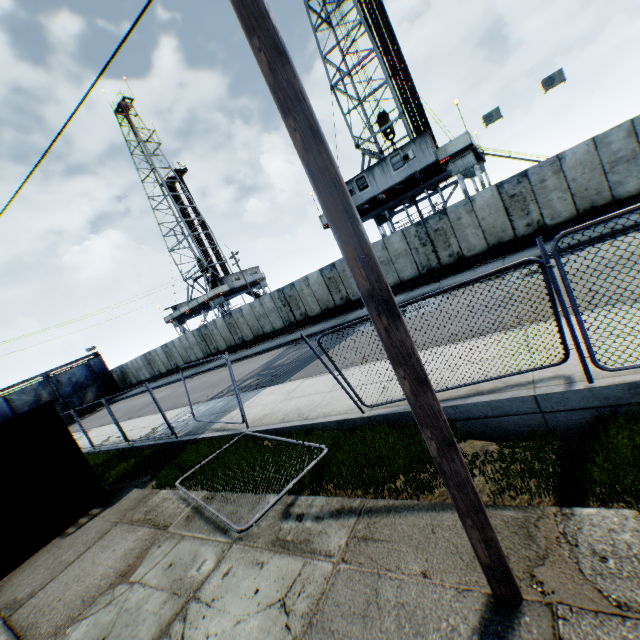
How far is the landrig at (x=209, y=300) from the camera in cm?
4175

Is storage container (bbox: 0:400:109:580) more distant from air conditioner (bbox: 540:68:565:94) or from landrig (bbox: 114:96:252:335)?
landrig (bbox: 114:96:252:335)

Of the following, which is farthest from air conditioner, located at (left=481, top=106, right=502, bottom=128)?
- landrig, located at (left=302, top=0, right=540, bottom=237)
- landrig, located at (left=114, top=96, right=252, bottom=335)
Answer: landrig, located at (left=114, top=96, right=252, bottom=335)

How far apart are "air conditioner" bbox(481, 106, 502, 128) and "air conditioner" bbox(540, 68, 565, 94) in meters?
1.8 m

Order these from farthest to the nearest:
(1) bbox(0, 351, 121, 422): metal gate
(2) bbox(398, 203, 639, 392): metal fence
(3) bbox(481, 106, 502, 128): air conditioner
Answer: (1) bbox(0, 351, 121, 422): metal gate
(3) bbox(481, 106, 502, 128): air conditioner
(2) bbox(398, 203, 639, 392): metal fence

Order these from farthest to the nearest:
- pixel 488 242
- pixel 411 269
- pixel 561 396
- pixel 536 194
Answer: pixel 411 269
pixel 488 242
pixel 536 194
pixel 561 396

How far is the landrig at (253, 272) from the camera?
44.3 meters

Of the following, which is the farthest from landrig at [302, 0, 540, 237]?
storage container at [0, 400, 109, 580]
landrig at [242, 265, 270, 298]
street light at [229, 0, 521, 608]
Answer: storage container at [0, 400, 109, 580]
